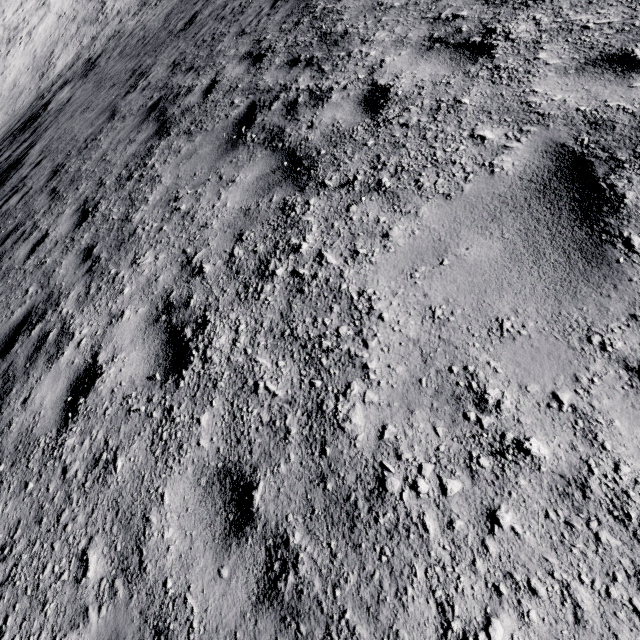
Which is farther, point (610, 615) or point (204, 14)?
point (204, 14)
